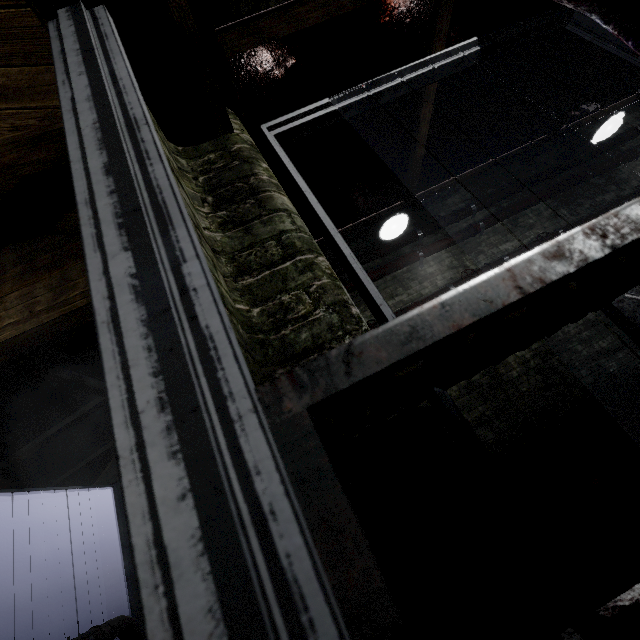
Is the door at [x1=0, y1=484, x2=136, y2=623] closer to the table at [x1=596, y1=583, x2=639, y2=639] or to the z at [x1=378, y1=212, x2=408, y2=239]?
the table at [x1=596, y1=583, x2=639, y2=639]

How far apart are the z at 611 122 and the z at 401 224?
2.3 meters

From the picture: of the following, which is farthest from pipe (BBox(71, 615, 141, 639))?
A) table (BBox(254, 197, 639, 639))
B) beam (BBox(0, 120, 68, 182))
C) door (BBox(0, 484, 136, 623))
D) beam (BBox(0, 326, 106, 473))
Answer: table (BBox(254, 197, 639, 639))

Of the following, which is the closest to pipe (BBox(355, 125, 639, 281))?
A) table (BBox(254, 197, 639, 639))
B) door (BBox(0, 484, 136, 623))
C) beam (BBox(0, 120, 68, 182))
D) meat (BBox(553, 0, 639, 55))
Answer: beam (BBox(0, 120, 68, 182))

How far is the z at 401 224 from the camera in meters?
3.1 m

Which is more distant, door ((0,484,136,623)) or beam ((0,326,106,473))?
door ((0,484,136,623))

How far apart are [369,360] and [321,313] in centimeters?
51cm

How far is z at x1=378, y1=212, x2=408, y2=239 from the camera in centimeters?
309cm
